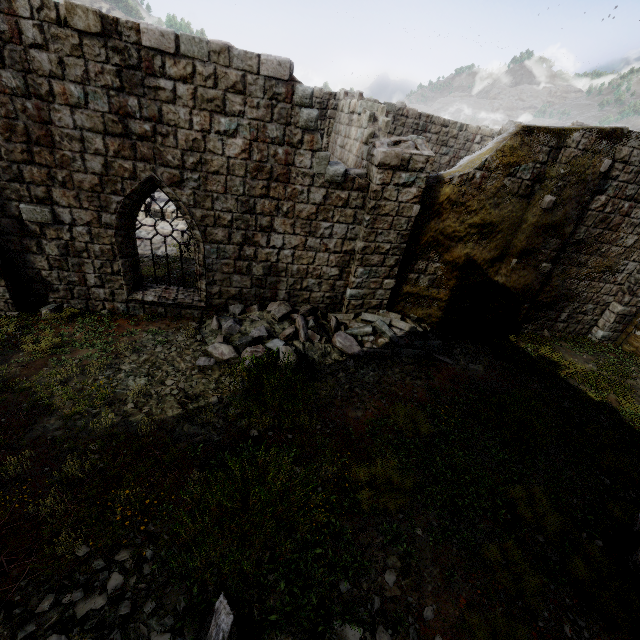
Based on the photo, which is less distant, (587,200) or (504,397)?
(504,397)

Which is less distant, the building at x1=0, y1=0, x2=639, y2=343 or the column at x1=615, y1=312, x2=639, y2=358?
the building at x1=0, y1=0, x2=639, y2=343

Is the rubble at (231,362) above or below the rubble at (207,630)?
below

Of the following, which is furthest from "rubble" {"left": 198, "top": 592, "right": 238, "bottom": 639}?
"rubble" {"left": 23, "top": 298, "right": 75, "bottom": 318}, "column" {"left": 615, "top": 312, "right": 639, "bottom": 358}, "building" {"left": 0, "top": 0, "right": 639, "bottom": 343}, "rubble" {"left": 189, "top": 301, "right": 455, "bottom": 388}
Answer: "column" {"left": 615, "top": 312, "right": 639, "bottom": 358}

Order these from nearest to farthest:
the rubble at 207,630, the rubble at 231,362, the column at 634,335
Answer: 1. the rubble at 207,630
2. the rubble at 231,362
3. the column at 634,335

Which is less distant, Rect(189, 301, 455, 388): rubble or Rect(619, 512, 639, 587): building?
Rect(619, 512, 639, 587): building

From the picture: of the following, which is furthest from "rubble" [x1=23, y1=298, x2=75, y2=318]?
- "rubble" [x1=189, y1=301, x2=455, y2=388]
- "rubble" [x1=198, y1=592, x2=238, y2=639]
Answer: "rubble" [x1=198, y1=592, x2=238, y2=639]

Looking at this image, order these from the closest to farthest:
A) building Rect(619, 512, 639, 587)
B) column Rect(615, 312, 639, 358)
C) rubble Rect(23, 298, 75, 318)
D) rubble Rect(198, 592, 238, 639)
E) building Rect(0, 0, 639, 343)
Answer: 1. rubble Rect(198, 592, 238, 639)
2. building Rect(619, 512, 639, 587)
3. building Rect(0, 0, 639, 343)
4. rubble Rect(23, 298, 75, 318)
5. column Rect(615, 312, 639, 358)
